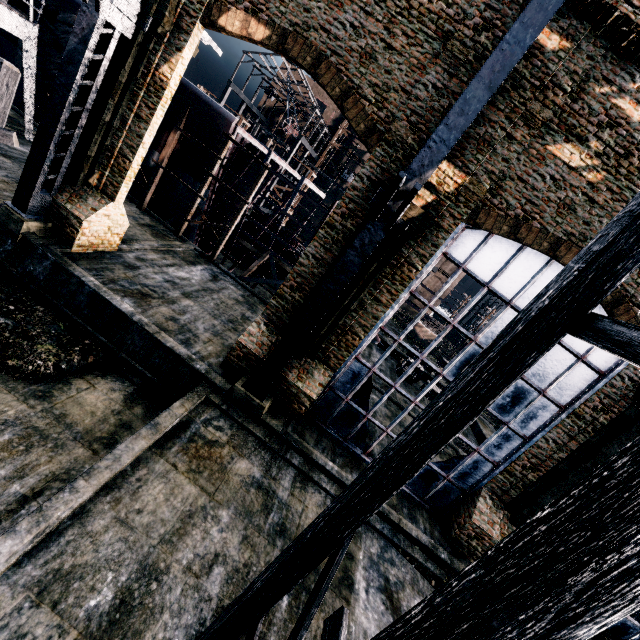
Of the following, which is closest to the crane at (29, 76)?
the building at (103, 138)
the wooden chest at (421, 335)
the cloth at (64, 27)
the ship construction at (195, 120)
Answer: the cloth at (64, 27)

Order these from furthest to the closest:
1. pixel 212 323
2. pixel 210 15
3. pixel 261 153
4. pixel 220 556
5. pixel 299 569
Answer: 1. pixel 261 153
2. pixel 212 323
3. pixel 210 15
4. pixel 220 556
5. pixel 299 569

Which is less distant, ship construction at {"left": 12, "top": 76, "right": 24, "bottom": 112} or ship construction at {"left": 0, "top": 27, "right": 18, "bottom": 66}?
ship construction at {"left": 0, "top": 27, "right": 18, "bottom": 66}

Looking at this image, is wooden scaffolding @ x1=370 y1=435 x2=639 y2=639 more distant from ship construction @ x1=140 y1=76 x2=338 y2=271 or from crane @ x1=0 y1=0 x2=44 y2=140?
crane @ x1=0 y1=0 x2=44 y2=140

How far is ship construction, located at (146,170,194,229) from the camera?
23.0 meters

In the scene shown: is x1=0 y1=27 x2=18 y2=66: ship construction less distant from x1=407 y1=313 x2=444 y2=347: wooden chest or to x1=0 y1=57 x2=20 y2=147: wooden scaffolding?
x1=0 y1=57 x2=20 y2=147: wooden scaffolding

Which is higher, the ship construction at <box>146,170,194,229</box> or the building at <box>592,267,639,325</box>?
the building at <box>592,267,639,325</box>

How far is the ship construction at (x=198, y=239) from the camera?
24.6 meters
